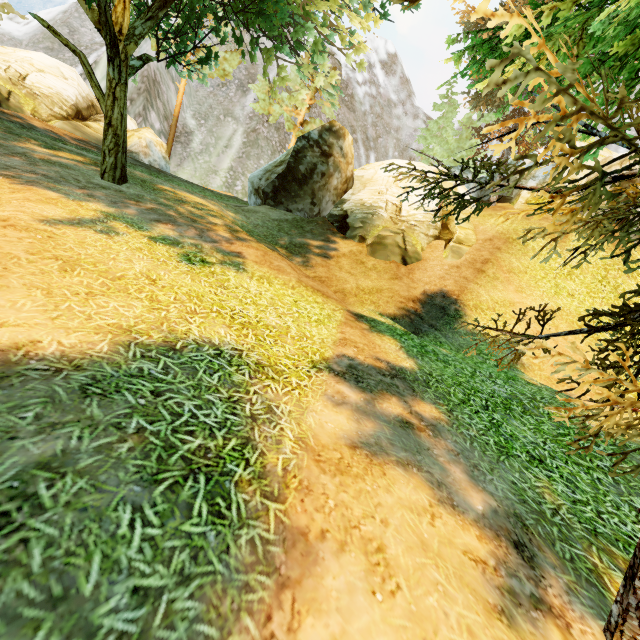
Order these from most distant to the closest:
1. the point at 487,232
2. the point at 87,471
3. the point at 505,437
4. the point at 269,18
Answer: the point at 487,232
the point at 269,18
the point at 505,437
the point at 87,471

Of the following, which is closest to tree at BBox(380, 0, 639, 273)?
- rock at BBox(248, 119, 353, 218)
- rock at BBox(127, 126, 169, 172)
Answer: rock at BBox(248, 119, 353, 218)

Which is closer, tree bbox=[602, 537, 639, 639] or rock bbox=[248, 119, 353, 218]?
tree bbox=[602, 537, 639, 639]

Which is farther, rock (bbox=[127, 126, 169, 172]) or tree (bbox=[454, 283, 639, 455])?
rock (bbox=[127, 126, 169, 172])

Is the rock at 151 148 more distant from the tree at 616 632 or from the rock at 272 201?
the rock at 272 201

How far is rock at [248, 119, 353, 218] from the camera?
15.4m
